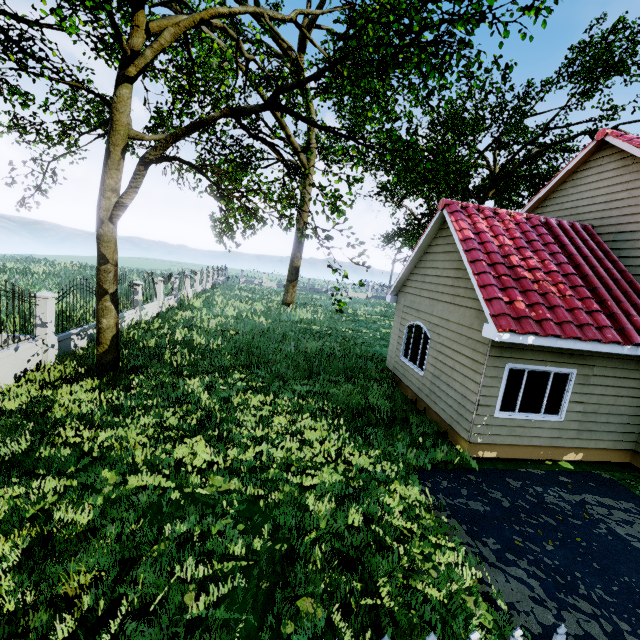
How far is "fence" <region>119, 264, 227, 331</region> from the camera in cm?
1545

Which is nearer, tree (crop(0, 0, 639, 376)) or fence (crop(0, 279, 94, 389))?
tree (crop(0, 0, 639, 376))

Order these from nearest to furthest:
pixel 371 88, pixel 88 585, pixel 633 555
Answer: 1. pixel 88 585
2. pixel 633 555
3. pixel 371 88

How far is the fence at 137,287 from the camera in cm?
1545

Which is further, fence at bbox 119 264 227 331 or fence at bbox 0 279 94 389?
fence at bbox 119 264 227 331

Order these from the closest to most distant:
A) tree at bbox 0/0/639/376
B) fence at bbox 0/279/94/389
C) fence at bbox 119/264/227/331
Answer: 1. tree at bbox 0/0/639/376
2. fence at bbox 0/279/94/389
3. fence at bbox 119/264/227/331

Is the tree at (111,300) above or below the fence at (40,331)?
above

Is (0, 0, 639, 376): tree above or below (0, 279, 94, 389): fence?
above
